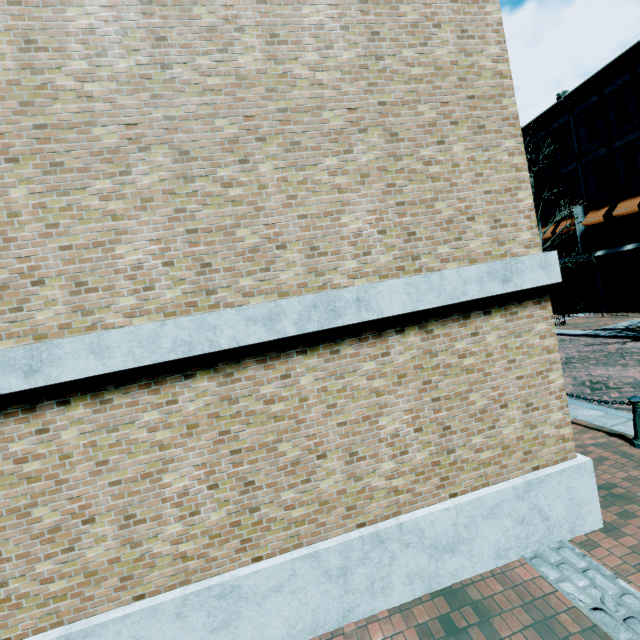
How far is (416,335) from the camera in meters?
3.7 m
